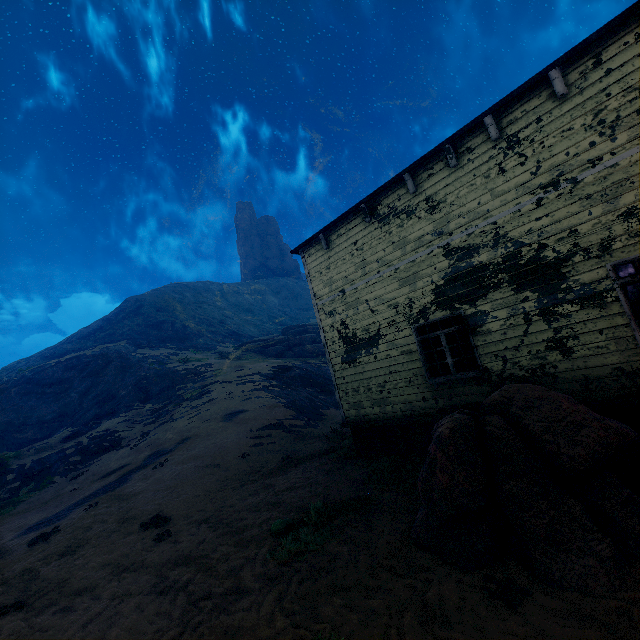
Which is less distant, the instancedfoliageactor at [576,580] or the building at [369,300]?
the instancedfoliageactor at [576,580]

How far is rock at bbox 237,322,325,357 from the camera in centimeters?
3522cm

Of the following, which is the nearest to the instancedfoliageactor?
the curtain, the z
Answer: the z

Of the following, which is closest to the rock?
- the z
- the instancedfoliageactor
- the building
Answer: the z

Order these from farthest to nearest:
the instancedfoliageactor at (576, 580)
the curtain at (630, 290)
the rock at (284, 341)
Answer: the rock at (284, 341)
the curtain at (630, 290)
the instancedfoliageactor at (576, 580)

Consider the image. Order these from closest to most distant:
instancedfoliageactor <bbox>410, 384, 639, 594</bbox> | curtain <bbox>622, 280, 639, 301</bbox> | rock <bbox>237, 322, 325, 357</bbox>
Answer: instancedfoliageactor <bbox>410, 384, 639, 594</bbox> → curtain <bbox>622, 280, 639, 301</bbox> → rock <bbox>237, 322, 325, 357</bbox>

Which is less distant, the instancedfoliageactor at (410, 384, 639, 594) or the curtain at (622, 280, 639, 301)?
the instancedfoliageactor at (410, 384, 639, 594)

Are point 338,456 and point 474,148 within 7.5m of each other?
no
